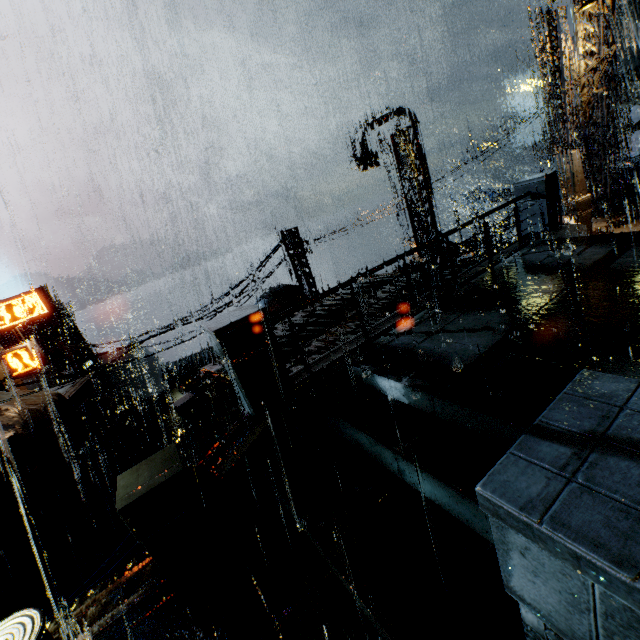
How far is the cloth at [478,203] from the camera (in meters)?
36.72

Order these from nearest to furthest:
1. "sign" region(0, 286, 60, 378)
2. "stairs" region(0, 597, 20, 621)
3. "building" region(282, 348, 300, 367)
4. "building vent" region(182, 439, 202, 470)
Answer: "building" region(282, 348, 300, 367) → "stairs" region(0, 597, 20, 621) → "sign" region(0, 286, 60, 378) → "building vent" region(182, 439, 202, 470)

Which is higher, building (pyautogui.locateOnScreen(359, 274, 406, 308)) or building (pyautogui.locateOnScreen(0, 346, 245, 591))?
building (pyautogui.locateOnScreen(359, 274, 406, 308))

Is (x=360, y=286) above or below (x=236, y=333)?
below

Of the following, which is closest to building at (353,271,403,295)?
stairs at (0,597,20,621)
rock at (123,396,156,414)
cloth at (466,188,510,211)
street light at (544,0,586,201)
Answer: stairs at (0,597,20,621)

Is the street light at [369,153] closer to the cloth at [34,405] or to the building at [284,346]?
the building at [284,346]

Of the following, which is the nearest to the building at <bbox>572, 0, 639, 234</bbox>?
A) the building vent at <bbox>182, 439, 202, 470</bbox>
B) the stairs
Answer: the stairs

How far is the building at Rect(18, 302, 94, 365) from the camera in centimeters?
4191cm
